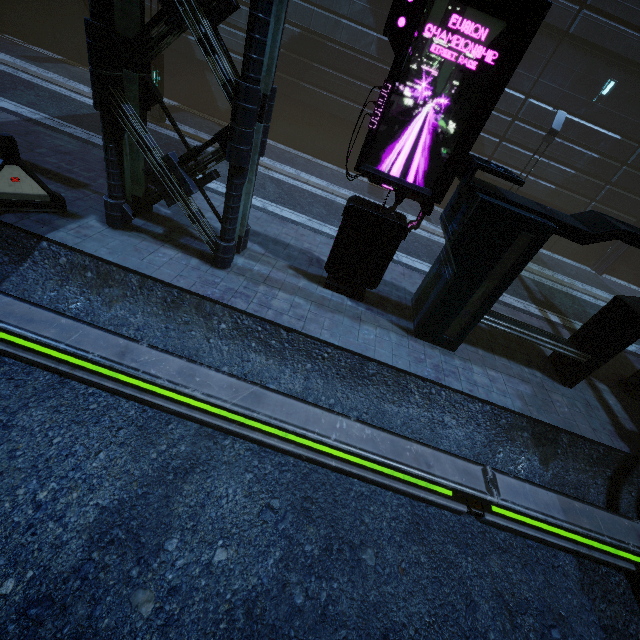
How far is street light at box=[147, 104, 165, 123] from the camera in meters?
13.7

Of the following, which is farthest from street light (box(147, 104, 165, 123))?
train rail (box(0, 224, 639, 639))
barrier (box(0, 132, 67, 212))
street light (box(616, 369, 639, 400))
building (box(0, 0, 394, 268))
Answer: street light (box(616, 369, 639, 400))

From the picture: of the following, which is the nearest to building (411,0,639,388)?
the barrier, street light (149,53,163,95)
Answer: the barrier

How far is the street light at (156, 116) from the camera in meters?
13.7 m

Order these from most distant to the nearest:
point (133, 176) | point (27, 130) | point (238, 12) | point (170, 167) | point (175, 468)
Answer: point (238, 12) → point (27, 130) → point (133, 176) → point (170, 167) → point (175, 468)

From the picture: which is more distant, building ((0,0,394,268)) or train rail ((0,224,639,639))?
building ((0,0,394,268))

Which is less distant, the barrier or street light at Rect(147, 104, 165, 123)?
the barrier

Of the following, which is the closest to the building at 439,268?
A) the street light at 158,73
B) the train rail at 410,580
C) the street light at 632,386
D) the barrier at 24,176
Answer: the train rail at 410,580
